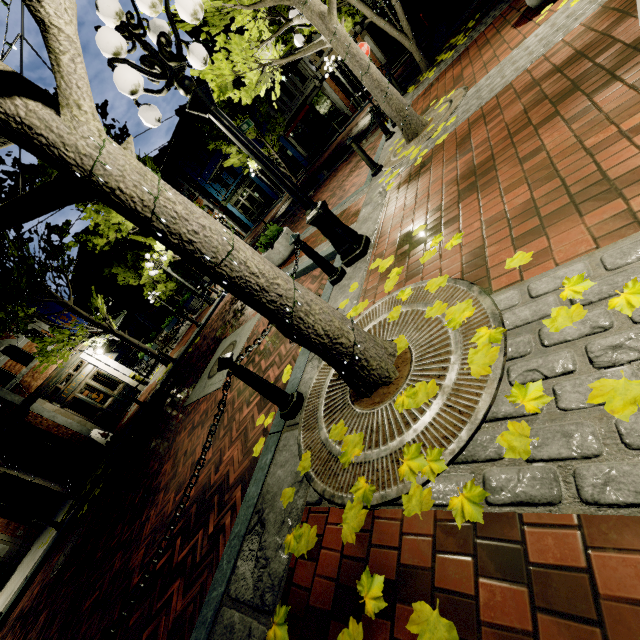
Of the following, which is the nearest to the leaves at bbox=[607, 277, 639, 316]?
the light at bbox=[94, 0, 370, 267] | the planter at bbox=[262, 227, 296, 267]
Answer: the light at bbox=[94, 0, 370, 267]

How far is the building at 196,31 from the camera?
24.4 meters

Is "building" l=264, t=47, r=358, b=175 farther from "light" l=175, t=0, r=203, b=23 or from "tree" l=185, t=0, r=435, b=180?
"light" l=175, t=0, r=203, b=23

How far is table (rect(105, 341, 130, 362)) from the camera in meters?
Result: 17.5

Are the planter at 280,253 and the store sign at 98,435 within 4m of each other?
no

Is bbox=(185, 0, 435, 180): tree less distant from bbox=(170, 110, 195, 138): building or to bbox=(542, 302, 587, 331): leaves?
bbox=(170, 110, 195, 138): building

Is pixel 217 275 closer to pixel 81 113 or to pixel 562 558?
pixel 81 113

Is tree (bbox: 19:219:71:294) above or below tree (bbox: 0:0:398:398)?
above
